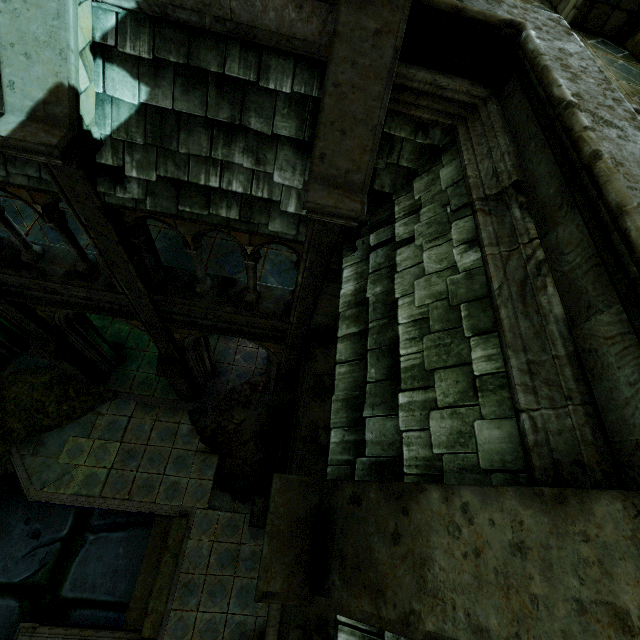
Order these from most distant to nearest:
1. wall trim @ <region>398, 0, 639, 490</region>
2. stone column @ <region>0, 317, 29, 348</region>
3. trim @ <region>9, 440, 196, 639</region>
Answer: stone column @ <region>0, 317, 29, 348</region>
trim @ <region>9, 440, 196, 639</region>
wall trim @ <region>398, 0, 639, 490</region>

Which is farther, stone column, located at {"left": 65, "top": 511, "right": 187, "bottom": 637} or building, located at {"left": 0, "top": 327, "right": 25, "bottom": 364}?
building, located at {"left": 0, "top": 327, "right": 25, "bottom": 364}

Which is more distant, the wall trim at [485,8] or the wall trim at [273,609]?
the wall trim at [273,609]

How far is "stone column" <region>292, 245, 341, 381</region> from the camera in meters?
4.6 m

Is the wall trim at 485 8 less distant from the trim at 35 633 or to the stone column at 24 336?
the trim at 35 633

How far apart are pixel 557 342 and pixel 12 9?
5.6 meters

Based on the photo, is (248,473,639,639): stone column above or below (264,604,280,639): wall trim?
above

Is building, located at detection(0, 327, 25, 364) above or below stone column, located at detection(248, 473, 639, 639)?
below
